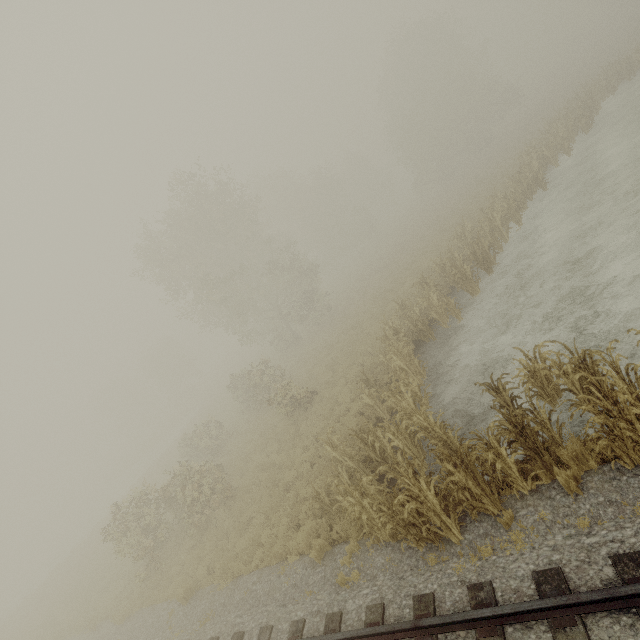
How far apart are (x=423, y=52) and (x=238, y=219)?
33.7 meters
